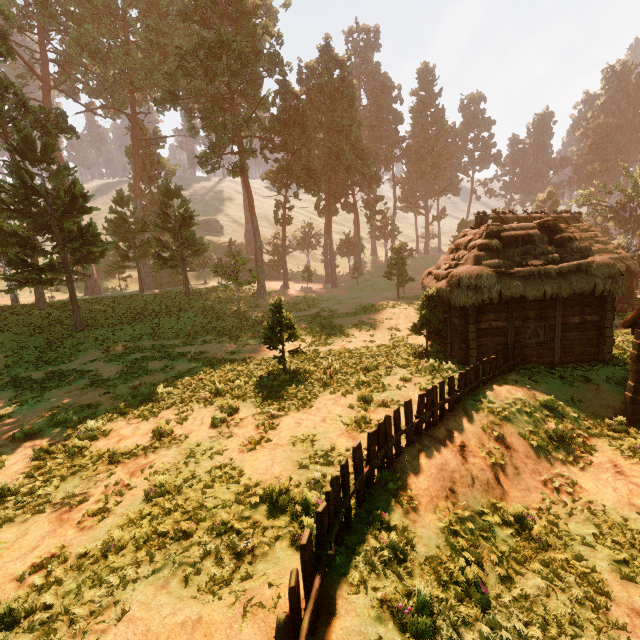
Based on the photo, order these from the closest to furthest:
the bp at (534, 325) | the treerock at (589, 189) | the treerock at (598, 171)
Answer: the bp at (534, 325)
the treerock at (589, 189)
the treerock at (598, 171)

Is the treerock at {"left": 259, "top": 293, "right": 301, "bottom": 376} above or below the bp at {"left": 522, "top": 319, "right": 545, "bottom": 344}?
above

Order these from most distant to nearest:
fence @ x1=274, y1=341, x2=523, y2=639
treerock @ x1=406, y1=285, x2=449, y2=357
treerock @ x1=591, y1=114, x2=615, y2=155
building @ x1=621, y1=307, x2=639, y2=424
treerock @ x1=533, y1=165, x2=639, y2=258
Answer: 1. treerock @ x1=591, y1=114, x2=615, y2=155
2. treerock @ x1=533, y1=165, x2=639, y2=258
3. treerock @ x1=406, y1=285, x2=449, y2=357
4. building @ x1=621, y1=307, x2=639, y2=424
5. fence @ x1=274, y1=341, x2=523, y2=639

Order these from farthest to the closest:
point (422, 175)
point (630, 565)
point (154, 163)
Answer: point (422, 175), point (154, 163), point (630, 565)

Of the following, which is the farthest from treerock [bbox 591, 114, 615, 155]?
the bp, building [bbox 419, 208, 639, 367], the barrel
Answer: the barrel

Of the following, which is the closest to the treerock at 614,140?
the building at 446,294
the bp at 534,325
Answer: the building at 446,294

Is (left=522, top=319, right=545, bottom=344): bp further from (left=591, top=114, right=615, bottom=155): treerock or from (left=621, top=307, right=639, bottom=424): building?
(left=591, top=114, right=615, bottom=155): treerock
